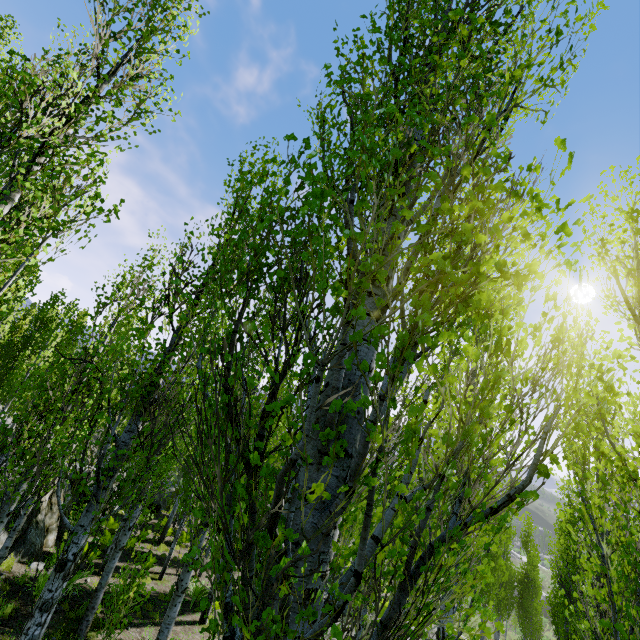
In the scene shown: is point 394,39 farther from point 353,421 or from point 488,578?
point 488,578

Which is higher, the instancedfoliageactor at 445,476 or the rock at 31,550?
the instancedfoliageactor at 445,476

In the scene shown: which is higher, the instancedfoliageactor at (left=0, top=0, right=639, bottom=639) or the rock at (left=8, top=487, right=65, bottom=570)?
the instancedfoliageactor at (left=0, top=0, right=639, bottom=639)

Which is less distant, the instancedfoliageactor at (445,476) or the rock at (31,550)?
the instancedfoliageactor at (445,476)

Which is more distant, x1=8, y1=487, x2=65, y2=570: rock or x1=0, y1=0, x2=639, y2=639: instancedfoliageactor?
x1=8, y1=487, x2=65, y2=570: rock

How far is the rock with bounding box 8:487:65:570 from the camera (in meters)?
9.87
